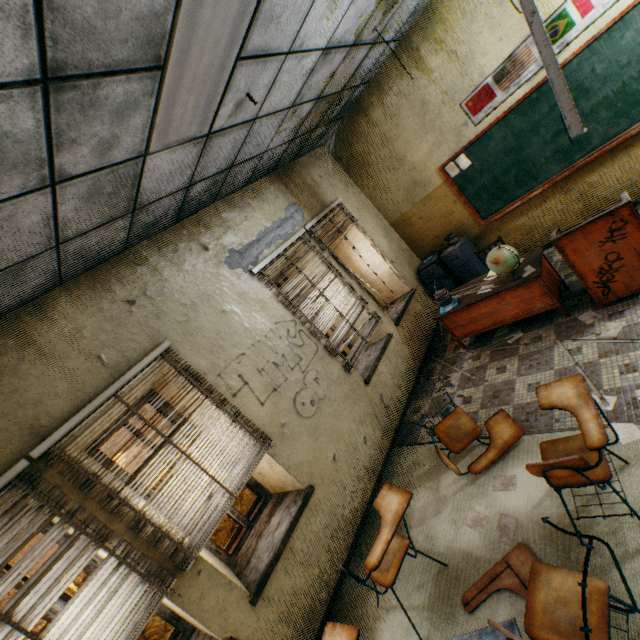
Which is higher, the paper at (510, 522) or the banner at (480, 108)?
the banner at (480, 108)

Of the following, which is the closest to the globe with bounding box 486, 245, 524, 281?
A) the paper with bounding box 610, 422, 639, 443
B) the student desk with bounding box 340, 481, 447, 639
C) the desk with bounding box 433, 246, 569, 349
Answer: the desk with bounding box 433, 246, 569, 349

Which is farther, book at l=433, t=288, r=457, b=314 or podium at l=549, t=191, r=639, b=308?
book at l=433, t=288, r=457, b=314

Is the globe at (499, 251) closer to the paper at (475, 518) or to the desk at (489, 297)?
the desk at (489, 297)

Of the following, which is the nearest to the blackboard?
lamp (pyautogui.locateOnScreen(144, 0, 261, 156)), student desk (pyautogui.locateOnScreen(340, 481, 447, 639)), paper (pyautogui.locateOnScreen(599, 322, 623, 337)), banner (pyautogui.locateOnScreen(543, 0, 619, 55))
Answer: banner (pyautogui.locateOnScreen(543, 0, 619, 55))

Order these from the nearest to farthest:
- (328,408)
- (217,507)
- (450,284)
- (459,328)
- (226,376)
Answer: (217,507) < (226,376) < (328,408) < (459,328) < (450,284)

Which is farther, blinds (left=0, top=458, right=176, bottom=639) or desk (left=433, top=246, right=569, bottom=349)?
desk (left=433, top=246, right=569, bottom=349)

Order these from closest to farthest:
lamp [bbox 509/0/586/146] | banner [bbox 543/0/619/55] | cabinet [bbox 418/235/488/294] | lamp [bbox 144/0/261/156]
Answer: lamp [bbox 144/0/261/156]
lamp [bbox 509/0/586/146]
banner [bbox 543/0/619/55]
cabinet [bbox 418/235/488/294]
